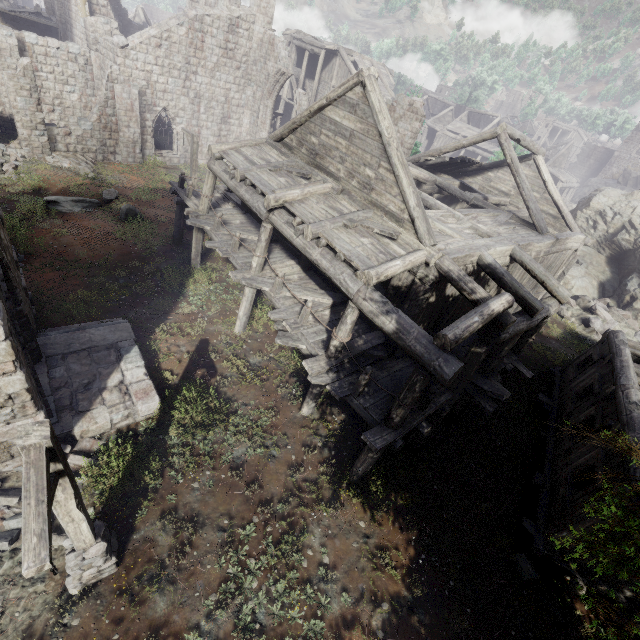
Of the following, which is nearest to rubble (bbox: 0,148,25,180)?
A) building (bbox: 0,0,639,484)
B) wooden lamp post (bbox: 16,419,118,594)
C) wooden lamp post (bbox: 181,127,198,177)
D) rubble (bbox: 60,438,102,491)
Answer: building (bbox: 0,0,639,484)

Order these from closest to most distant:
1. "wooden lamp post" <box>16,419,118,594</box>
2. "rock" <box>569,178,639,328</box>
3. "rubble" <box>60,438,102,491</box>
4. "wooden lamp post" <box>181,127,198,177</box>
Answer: "wooden lamp post" <box>16,419,118,594</box>
"rubble" <box>60,438,102,491</box>
"wooden lamp post" <box>181,127,198,177</box>
"rock" <box>569,178,639,328</box>

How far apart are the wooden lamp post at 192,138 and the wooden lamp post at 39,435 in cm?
1434

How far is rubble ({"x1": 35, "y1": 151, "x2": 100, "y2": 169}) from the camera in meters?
20.1

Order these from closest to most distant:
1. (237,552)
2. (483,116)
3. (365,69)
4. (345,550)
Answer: (237,552), (345,550), (365,69), (483,116)

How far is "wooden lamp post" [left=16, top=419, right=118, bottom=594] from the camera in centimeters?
303cm

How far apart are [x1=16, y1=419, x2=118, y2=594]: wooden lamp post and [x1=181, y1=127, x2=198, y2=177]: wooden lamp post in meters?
14.3

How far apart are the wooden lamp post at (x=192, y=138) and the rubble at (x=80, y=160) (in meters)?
8.77
